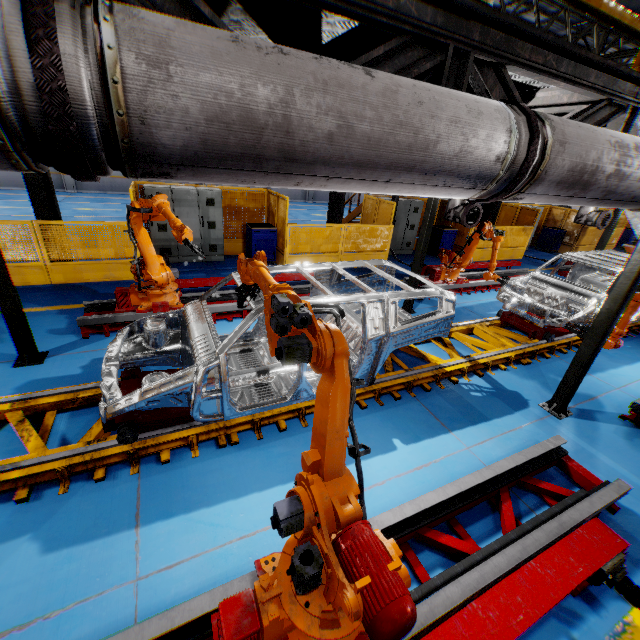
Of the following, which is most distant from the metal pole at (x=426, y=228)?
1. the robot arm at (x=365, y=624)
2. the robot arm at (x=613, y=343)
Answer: the robot arm at (x=365, y=624)

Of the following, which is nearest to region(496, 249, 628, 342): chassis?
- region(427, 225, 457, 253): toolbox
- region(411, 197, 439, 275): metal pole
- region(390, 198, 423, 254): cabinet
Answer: region(411, 197, 439, 275): metal pole

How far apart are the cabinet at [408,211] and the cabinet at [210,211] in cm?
588

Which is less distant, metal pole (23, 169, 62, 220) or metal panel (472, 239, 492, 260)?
metal pole (23, 169, 62, 220)

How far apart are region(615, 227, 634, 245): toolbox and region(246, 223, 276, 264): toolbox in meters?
23.1

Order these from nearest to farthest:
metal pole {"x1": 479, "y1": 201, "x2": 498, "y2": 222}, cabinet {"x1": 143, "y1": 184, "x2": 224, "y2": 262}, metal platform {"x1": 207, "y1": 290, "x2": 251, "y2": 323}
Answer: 1. metal platform {"x1": 207, "y1": 290, "x2": 251, "y2": 323}
2. cabinet {"x1": 143, "y1": 184, "x2": 224, "y2": 262}
3. metal pole {"x1": 479, "y1": 201, "x2": 498, "y2": 222}

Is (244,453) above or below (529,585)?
below

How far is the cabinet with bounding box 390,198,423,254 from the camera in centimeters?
1275cm
